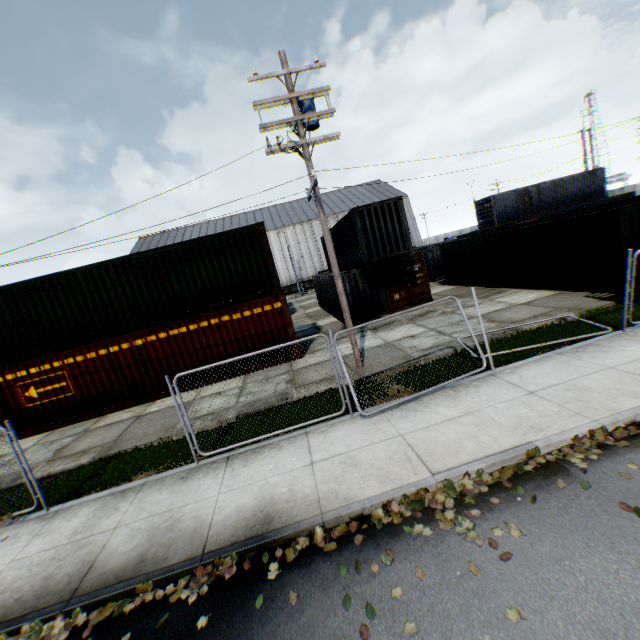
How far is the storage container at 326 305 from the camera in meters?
19.4 m

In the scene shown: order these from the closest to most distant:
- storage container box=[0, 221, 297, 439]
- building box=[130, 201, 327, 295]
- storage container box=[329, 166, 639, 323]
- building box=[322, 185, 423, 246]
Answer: storage container box=[329, 166, 639, 323], storage container box=[0, 221, 297, 439], building box=[130, 201, 327, 295], building box=[322, 185, 423, 246]

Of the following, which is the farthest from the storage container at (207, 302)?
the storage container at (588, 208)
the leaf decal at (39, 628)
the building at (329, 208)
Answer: the building at (329, 208)

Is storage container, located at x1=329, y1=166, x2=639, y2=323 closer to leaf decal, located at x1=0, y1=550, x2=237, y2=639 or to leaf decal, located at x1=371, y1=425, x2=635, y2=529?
leaf decal, located at x1=371, y1=425, x2=635, y2=529

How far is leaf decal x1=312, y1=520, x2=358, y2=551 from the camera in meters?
4.6 m

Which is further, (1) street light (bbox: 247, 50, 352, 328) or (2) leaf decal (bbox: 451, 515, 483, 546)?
(1) street light (bbox: 247, 50, 352, 328)

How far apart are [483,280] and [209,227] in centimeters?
5137cm
